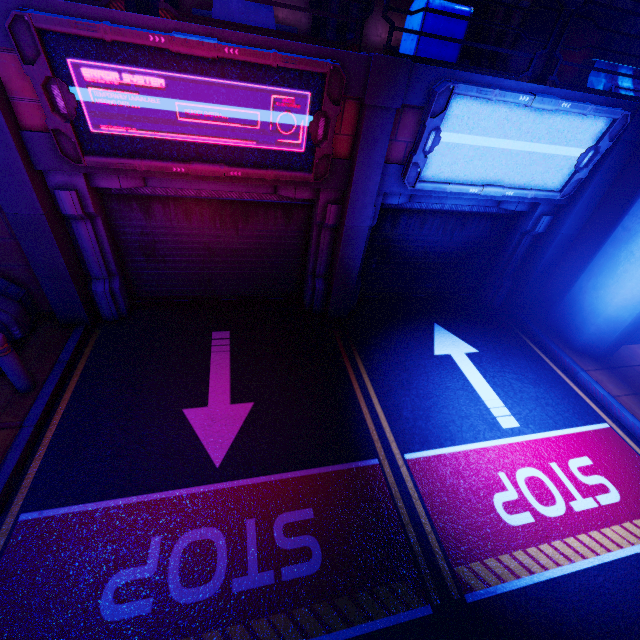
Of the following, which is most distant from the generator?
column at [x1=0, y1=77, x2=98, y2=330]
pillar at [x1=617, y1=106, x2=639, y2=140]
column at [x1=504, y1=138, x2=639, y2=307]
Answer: pillar at [x1=617, y1=106, x2=639, y2=140]

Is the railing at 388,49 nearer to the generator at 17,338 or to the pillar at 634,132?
the pillar at 634,132

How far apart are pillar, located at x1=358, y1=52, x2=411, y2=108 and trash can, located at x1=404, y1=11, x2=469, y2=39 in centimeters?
39cm

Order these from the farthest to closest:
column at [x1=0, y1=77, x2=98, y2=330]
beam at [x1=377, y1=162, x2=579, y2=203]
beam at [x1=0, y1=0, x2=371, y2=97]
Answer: beam at [x1=377, y1=162, x2=579, y2=203] < column at [x1=0, y1=77, x2=98, y2=330] < beam at [x1=0, y1=0, x2=371, y2=97]

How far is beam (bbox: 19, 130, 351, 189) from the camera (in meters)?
4.48

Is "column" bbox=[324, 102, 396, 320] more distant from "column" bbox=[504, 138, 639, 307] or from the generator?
the generator

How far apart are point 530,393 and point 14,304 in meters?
9.4

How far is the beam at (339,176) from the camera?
4.5 meters
